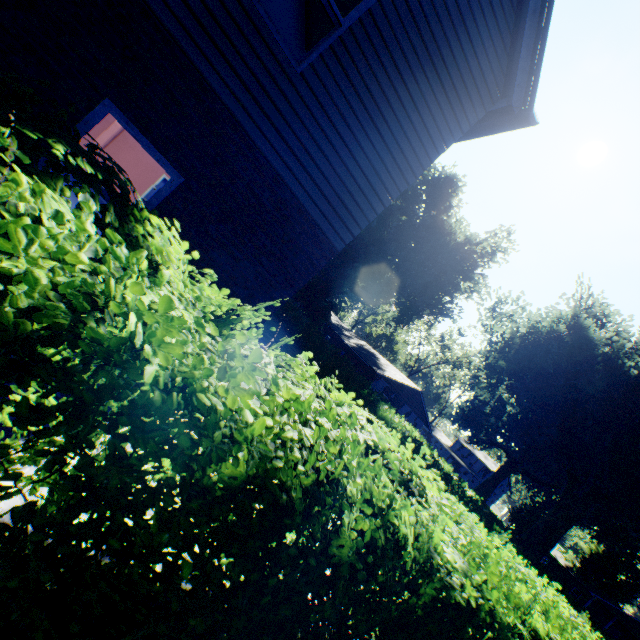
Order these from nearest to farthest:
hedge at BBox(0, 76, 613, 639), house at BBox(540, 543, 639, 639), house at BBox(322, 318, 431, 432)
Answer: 1. hedge at BBox(0, 76, 613, 639)
2. house at BBox(322, 318, 431, 432)
3. house at BBox(540, 543, 639, 639)

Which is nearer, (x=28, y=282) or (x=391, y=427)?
(x=28, y=282)

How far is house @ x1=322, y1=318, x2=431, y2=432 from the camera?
33.6m

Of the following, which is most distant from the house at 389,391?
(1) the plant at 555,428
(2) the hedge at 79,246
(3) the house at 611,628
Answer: (3) the house at 611,628

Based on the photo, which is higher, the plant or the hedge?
the plant

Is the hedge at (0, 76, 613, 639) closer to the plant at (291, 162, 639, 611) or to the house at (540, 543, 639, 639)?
the plant at (291, 162, 639, 611)

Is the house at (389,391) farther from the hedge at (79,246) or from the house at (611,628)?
the house at (611,628)

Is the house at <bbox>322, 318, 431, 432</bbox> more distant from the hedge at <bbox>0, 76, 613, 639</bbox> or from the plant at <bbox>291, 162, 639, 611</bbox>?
the hedge at <bbox>0, 76, 613, 639</bbox>
